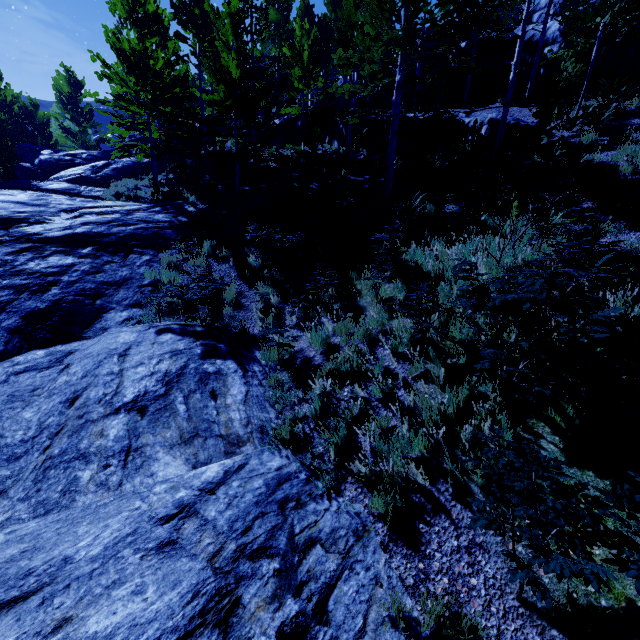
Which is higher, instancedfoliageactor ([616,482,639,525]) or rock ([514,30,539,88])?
rock ([514,30,539,88])

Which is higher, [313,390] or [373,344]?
[373,344]

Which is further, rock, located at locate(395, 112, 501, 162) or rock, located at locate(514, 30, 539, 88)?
rock, located at locate(514, 30, 539, 88)

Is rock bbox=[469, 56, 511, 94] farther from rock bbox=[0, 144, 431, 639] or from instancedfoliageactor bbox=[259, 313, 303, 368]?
rock bbox=[0, 144, 431, 639]

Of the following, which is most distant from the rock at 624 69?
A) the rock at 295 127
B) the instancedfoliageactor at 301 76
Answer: the rock at 295 127

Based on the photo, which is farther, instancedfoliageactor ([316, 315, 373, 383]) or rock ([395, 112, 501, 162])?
rock ([395, 112, 501, 162])

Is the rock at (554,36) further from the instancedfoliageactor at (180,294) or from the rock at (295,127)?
the rock at (295,127)

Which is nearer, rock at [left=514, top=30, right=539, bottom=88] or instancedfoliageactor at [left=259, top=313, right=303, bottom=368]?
instancedfoliageactor at [left=259, top=313, right=303, bottom=368]
